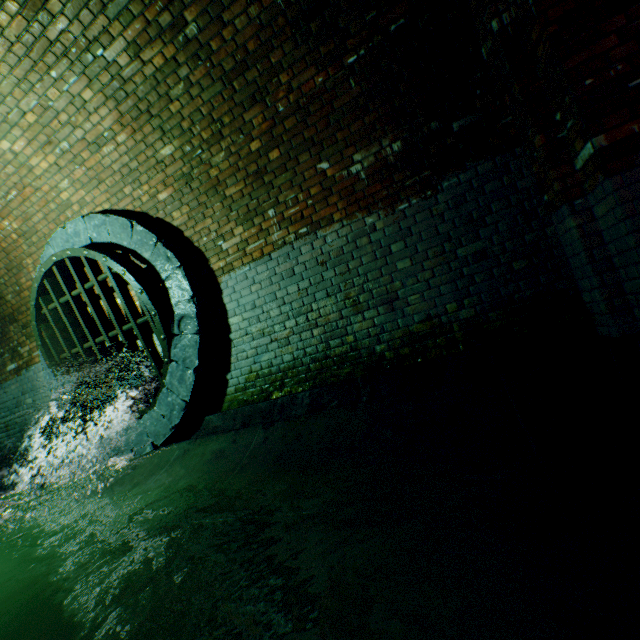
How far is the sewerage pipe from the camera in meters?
4.0 m

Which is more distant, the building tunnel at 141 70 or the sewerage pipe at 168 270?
the sewerage pipe at 168 270

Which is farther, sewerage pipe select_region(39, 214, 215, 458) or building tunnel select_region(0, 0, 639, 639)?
sewerage pipe select_region(39, 214, 215, 458)

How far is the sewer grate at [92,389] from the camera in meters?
→ 4.1

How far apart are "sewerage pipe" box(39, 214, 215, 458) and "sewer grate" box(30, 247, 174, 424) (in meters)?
0.01

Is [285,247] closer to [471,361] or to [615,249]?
[471,361]

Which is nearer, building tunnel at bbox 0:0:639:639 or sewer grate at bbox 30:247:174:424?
building tunnel at bbox 0:0:639:639

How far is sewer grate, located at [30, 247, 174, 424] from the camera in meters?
4.1 m
